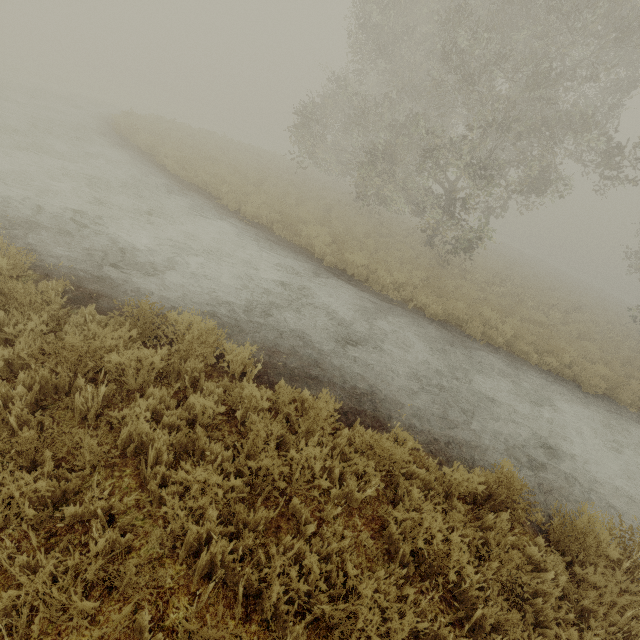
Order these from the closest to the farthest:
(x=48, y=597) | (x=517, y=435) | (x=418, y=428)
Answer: (x=48, y=597)
(x=418, y=428)
(x=517, y=435)

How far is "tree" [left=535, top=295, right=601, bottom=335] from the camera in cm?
1496

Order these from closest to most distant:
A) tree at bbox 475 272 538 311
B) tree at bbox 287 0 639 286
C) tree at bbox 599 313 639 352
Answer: tree at bbox 287 0 639 286 < tree at bbox 475 272 538 311 < tree at bbox 599 313 639 352

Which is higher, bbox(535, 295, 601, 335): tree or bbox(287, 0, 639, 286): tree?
bbox(287, 0, 639, 286): tree

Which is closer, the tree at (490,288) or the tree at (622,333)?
the tree at (490,288)

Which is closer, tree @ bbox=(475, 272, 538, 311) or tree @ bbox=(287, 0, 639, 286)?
tree @ bbox=(287, 0, 639, 286)

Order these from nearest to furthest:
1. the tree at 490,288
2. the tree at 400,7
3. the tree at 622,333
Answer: the tree at 400,7
the tree at 490,288
the tree at 622,333
